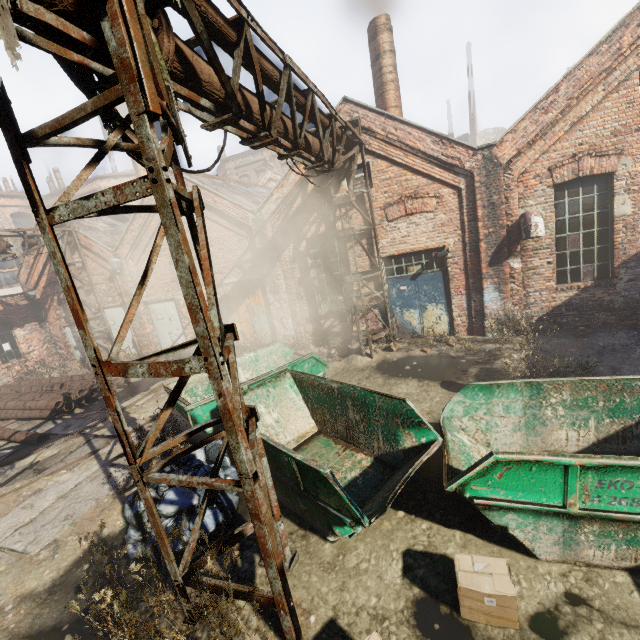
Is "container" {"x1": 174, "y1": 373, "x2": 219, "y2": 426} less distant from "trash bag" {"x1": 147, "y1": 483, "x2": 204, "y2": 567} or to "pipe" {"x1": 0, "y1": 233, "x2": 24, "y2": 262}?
"trash bag" {"x1": 147, "y1": 483, "x2": 204, "y2": 567}

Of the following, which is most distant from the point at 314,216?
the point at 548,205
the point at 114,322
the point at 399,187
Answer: the point at 114,322

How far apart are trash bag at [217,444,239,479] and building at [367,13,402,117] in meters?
10.7 m

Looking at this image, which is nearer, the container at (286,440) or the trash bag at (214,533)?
the container at (286,440)

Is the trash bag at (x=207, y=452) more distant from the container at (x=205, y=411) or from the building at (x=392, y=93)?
the building at (x=392, y=93)

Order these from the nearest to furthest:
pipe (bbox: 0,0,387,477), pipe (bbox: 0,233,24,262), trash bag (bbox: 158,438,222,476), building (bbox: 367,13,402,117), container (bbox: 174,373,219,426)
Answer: pipe (bbox: 0,0,387,477), trash bag (bbox: 158,438,222,476), container (bbox: 174,373,219,426), building (bbox: 367,13,402,117), pipe (bbox: 0,233,24,262)

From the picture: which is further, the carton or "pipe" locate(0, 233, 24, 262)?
"pipe" locate(0, 233, 24, 262)

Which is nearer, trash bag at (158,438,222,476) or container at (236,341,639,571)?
container at (236,341,639,571)
